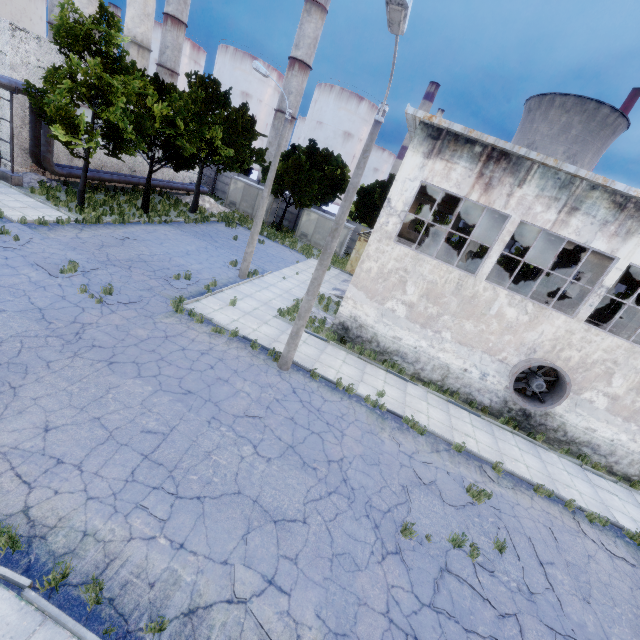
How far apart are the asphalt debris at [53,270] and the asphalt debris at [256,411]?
8.8m

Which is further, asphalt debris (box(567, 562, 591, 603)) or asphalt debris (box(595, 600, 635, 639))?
asphalt debris (box(567, 562, 591, 603))

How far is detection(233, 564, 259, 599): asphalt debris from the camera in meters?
5.5 m

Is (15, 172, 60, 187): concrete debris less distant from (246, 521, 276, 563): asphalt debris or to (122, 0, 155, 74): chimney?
(122, 0, 155, 74): chimney

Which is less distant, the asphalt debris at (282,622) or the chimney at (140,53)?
Result: the asphalt debris at (282,622)

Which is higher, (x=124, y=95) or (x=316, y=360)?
(x=124, y=95)

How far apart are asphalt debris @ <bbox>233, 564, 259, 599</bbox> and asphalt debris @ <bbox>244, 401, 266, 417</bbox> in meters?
3.8

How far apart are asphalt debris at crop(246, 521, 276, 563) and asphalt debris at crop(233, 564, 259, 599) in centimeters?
20cm
